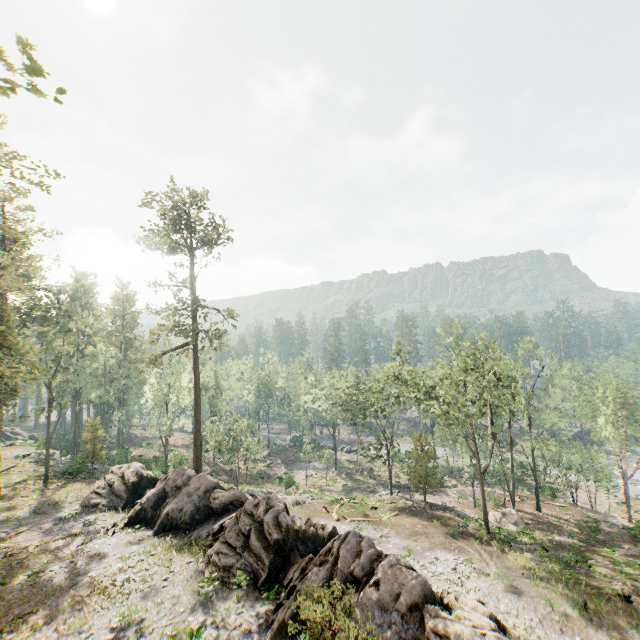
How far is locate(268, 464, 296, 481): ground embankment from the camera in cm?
4488

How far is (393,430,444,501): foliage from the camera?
38.7m

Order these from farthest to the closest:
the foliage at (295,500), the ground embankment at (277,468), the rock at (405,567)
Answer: the ground embankment at (277,468) < the foliage at (295,500) < the rock at (405,567)

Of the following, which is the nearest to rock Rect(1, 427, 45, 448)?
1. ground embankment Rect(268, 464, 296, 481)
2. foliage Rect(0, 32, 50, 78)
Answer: foliage Rect(0, 32, 50, 78)

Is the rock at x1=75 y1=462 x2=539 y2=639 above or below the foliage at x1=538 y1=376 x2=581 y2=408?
below

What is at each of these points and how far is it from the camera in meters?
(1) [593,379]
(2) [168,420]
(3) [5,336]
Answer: (1) foliage, 44.2 m
(2) foliage, 41.5 m
(3) foliage, 17.5 m

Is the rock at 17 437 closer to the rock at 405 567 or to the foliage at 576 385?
the foliage at 576 385

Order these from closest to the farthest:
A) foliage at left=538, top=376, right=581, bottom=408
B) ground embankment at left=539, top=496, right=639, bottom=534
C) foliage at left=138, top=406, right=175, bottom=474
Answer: ground embankment at left=539, top=496, right=639, bottom=534 → foliage at left=538, top=376, right=581, bottom=408 → foliage at left=138, top=406, right=175, bottom=474
